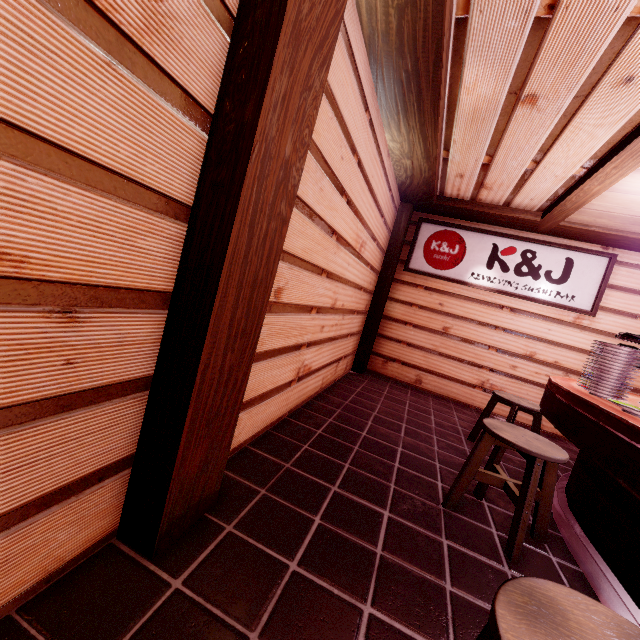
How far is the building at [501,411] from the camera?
8.99m

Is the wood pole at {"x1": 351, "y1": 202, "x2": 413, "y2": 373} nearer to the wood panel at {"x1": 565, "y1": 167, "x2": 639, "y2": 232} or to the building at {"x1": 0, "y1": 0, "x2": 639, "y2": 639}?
the building at {"x1": 0, "y1": 0, "x2": 639, "y2": 639}

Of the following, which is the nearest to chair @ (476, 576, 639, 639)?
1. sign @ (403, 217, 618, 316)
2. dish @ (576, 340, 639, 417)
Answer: dish @ (576, 340, 639, 417)

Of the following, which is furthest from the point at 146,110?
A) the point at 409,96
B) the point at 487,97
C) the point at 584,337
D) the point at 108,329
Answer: the point at 584,337

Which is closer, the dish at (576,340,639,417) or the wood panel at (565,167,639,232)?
the dish at (576,340,639,417)

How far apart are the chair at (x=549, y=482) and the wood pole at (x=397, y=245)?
5.3m

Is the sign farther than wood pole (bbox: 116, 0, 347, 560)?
Yes

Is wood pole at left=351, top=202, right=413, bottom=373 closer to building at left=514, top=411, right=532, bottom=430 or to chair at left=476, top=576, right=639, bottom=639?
building at left=514, top=411, right=532, bottom=430
